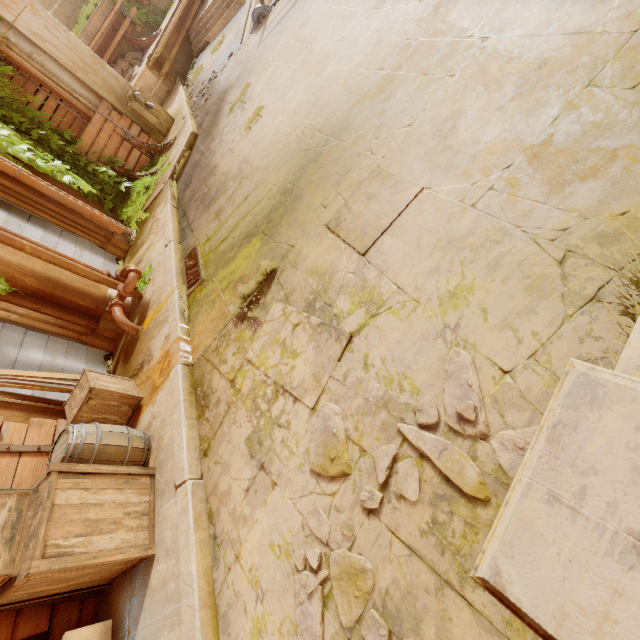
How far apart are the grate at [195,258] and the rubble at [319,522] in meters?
3.7 m

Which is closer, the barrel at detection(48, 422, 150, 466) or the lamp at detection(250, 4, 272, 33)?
the barrel at detection(48, 422, 150, 466)

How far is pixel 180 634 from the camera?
2.6m

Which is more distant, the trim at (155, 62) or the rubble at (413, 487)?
the trim at (155, 62)

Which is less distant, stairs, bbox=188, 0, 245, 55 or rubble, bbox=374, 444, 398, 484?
rubble, bbox=374, 444, 398, 484

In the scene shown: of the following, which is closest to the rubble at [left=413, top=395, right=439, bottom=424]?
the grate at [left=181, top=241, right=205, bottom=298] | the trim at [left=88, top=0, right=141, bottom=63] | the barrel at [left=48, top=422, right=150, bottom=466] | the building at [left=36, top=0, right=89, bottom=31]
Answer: the building at [left=36, top=0, right=89, bottom=31]

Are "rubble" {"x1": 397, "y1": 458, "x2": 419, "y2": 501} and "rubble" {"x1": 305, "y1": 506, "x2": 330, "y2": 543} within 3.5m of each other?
yes

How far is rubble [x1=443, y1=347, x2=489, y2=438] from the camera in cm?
197
